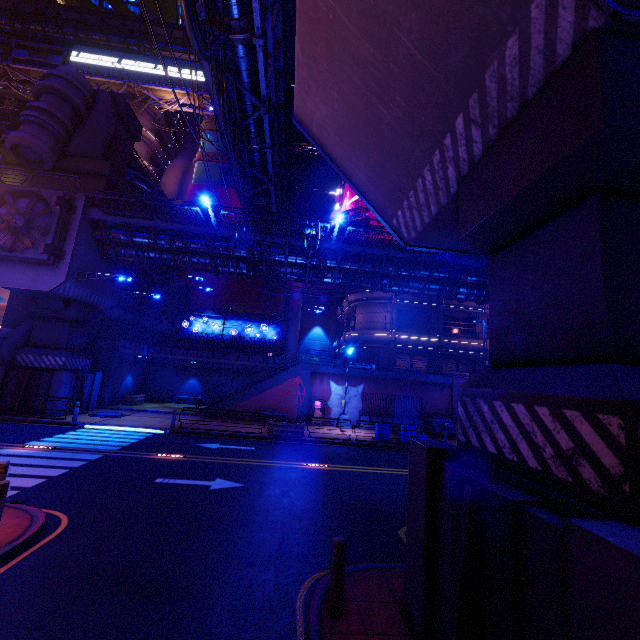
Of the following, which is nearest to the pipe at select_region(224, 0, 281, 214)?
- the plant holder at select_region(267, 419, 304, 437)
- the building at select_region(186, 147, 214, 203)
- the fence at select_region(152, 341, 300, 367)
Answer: the building at select_region(186, 147, 214, 203)

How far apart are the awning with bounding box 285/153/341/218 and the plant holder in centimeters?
1764cm

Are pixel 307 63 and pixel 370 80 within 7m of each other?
yes

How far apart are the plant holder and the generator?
10.61m

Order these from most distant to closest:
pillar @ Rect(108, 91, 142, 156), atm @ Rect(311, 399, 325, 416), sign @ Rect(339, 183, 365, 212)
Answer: sign @ Rect(339, 183, 365, 212) < pillar @ Rect(108, 91, 142, 156) < atm @ Rect(311, 399, 325, 416)

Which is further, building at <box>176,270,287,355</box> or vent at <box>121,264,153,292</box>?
building at <box>176,270,287,355</box>

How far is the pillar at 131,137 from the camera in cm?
2892

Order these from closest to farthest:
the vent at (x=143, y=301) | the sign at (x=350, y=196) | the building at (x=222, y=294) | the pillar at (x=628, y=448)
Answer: the pillar at (x=628, y=448) < the vent at (x=143, y=301) < the sign at (x=350, y=196) < the building at (x=222, y=294)
